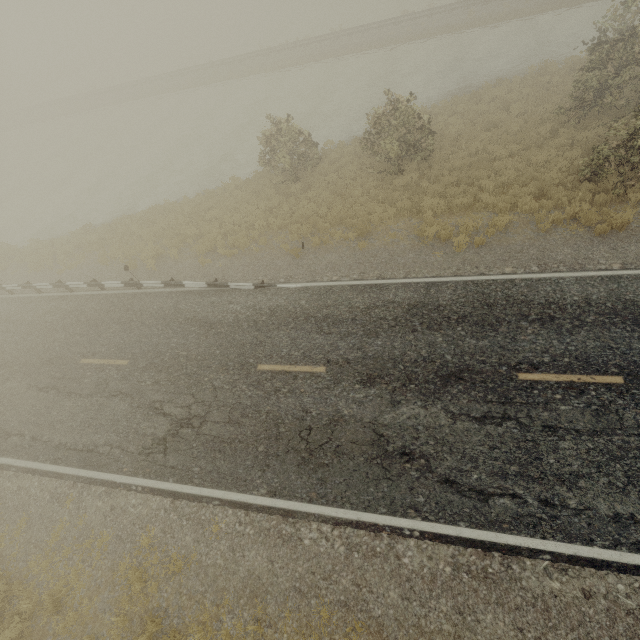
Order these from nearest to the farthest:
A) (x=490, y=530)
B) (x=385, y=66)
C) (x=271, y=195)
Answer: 1. (x=490, y=530)
2. (x=271, y=195)
3. (x=385, y=66)
